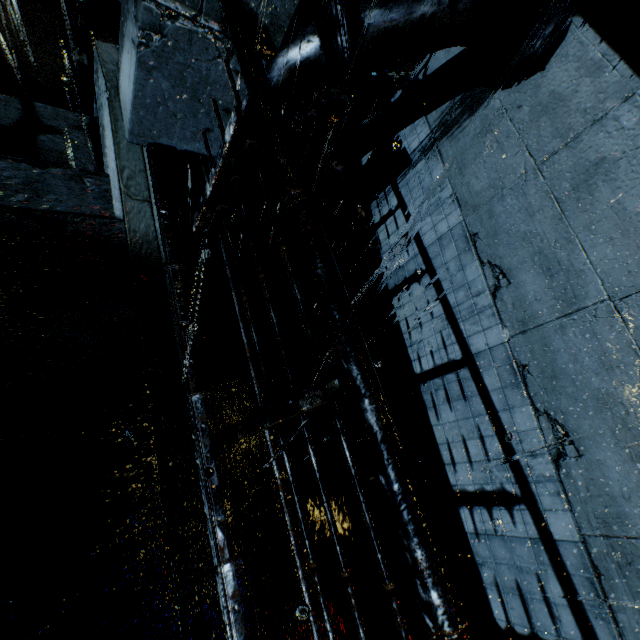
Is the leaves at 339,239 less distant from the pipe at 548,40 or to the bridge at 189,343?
the pipe at 548,40

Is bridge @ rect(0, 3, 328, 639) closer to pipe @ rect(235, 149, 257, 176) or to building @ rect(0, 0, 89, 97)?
building @ rect(0, 0, 89, 97)

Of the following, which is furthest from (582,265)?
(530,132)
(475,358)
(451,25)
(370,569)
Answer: (370,569)

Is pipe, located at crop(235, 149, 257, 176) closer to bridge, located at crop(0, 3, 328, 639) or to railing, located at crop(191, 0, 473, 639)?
bridge, located at crop(0, 3, 328, 639)

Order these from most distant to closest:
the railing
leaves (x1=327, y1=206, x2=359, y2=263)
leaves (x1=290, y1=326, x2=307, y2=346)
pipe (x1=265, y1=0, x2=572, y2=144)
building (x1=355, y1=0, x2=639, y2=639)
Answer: leaves (x1=327, y1=206, x2=359, y2=263), leaves (x1=290, y1=326, x2=307, y2=346), pipe (x1=265, y1=0, x2=572, y2=144), building (x1=355, y1=0, x2=639, y2=639), the railing

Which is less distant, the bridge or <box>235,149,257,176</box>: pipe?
the bridge

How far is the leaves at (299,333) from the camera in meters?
4.8 m
